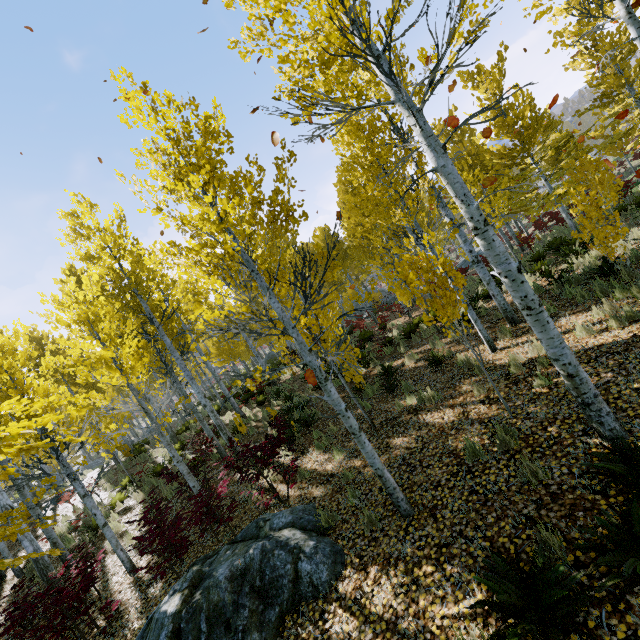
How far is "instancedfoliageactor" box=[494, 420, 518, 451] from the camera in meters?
4.6

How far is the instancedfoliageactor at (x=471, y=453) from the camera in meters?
4.7 m

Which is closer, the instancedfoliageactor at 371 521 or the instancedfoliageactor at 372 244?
the instancedfoliageactor at 372 244

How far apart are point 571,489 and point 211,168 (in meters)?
5.56

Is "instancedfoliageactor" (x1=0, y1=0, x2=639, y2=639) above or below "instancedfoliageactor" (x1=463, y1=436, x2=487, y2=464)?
above
